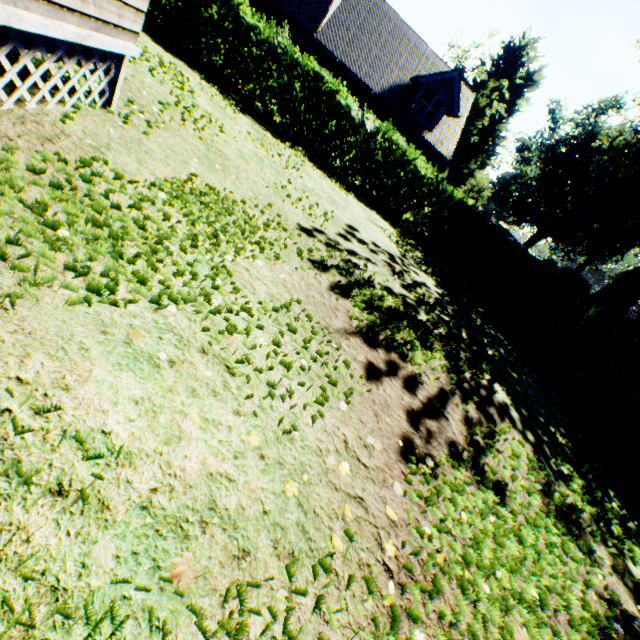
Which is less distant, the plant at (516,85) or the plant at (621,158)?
the plant at (621,158)

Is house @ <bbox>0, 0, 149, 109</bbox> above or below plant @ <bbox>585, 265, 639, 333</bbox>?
below

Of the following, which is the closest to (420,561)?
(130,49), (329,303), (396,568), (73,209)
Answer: (396,568)

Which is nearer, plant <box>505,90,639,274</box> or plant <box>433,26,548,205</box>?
plant <box>505,90,639,274</box>

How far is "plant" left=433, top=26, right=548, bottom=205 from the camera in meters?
39.8

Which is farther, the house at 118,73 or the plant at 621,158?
the plant at 621,158

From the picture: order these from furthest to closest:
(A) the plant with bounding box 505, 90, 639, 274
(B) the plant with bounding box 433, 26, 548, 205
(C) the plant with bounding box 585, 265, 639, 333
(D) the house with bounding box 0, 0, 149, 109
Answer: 1. (B) the plant with bounding box 433, 26, 548, 205
2. (A) the plant with bounding box 505, 90, 639, 274
3. (C) the plant with bounding box 585, 265, 639, 333
4. (D) the house with bounding box 0, 0, 149, 109
